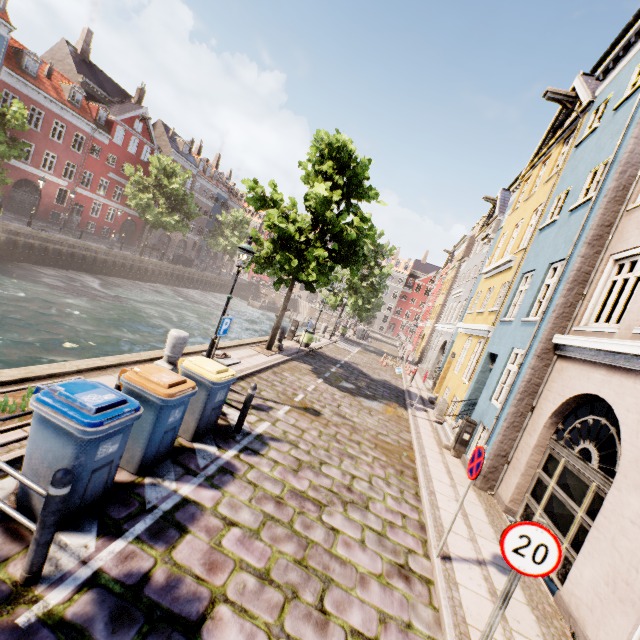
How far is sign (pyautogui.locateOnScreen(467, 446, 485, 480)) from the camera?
4.8m

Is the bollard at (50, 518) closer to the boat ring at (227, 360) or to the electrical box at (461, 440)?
the boat ring at (227, 360)

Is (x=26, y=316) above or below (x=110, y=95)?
below

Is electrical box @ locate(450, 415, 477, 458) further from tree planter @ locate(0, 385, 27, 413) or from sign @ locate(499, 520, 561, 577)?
tree planter @ locate(0, 385, 27, 413)

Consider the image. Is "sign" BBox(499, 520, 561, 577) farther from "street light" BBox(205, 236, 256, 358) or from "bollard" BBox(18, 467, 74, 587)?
"street light" BBox(205, 236, 256, 358)

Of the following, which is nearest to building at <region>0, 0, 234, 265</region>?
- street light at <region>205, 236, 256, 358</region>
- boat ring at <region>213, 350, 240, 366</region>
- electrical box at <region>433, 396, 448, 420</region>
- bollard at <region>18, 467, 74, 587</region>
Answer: boat ring at <region>213, 350, 240, 366</region>

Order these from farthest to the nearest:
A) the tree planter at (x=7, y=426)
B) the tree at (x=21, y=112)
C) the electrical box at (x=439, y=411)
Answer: the tree at (x=21, y=112) < the electrical box at (x=439, y=411) < the tree planter at (x=7, y=426)

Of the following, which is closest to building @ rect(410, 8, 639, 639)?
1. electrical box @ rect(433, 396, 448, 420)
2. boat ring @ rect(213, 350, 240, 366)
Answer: boat ring @ rect(213, 350, 240, 366)
